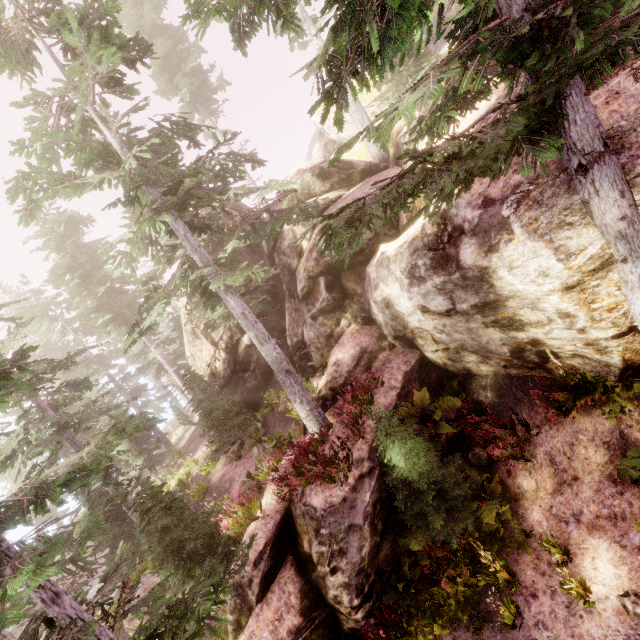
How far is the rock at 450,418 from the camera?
9.7 meters

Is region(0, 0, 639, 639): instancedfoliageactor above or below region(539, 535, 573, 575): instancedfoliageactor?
above

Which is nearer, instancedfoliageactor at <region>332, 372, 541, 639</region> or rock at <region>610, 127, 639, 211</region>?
rock at <region>610, 127, 639, 211</region>

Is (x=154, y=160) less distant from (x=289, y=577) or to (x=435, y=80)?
(x=435, y=80)

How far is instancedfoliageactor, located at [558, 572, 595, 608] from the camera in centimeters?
593cm

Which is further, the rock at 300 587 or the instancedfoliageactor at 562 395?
the rock at 300 587
